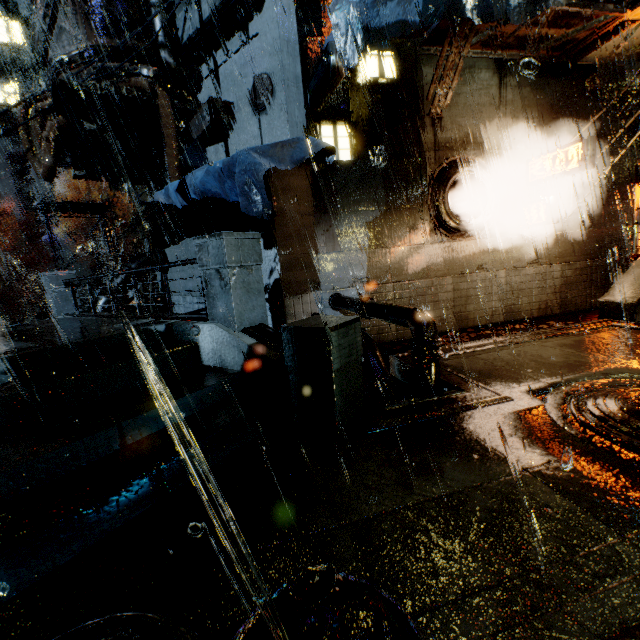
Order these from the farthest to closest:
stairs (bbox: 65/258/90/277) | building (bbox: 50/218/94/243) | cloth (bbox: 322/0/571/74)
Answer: building (bbox: 50/218/94/243) < stairs (bbox: 65/258/90/277) < cloth (bbox: 322/0/571/74)

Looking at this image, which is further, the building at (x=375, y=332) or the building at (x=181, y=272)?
the building at (x=181, y=272)

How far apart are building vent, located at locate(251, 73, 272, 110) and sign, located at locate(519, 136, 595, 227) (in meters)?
8.35

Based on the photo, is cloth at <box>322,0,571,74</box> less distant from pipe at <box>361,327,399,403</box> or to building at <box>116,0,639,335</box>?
building at <box>116,0,639,335</box>

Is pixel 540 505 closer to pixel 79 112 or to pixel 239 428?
pixel 239 428

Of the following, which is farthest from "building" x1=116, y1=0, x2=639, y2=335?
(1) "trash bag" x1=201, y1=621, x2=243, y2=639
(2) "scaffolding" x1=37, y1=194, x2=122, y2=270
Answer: (1) "trash bag" x1=201, y1=621, x2=243, y2=639

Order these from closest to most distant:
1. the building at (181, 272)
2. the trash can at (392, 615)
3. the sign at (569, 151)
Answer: the trash can at (392, 615) < the sign at (569, 151) < the building at (181, 272)

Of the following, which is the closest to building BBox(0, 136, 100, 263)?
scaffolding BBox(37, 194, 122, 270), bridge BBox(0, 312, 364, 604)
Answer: bridge BBox(0, 312, 364, 604)
